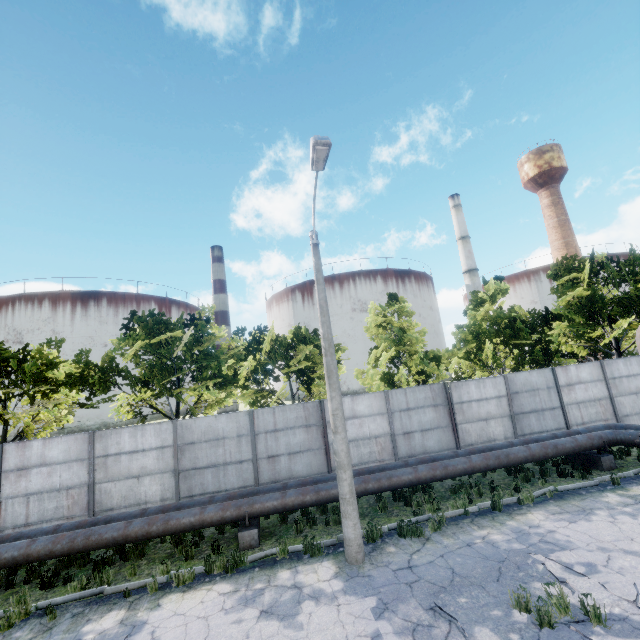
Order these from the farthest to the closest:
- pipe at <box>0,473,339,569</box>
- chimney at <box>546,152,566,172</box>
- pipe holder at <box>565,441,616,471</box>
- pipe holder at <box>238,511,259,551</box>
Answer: chimney at <box>546,152,566,172</box>
pipe holder at <box>565,441,616,471</box>
pipe holder at <box>238,511,259,551</box>
pipe at <box>0,473,339,569</box>

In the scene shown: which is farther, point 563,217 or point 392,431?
point 563,217

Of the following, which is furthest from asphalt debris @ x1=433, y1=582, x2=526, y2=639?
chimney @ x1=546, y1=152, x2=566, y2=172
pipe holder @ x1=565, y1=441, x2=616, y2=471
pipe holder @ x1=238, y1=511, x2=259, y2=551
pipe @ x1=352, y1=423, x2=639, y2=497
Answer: chimney @ x1=546, y1=152, x2=566, y2=172

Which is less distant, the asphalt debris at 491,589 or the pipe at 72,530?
the asphalt debris at 491,589

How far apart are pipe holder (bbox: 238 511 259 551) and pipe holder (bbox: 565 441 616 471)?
12.4 meters

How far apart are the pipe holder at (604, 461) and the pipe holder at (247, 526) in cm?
1236

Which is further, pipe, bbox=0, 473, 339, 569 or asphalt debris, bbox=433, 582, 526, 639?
pipe, bbox=0, 473, 339, 569

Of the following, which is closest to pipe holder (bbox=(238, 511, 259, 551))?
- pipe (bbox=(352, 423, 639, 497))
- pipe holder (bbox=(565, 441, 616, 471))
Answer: pipe (bbox=(352, 423, 639, 497))
